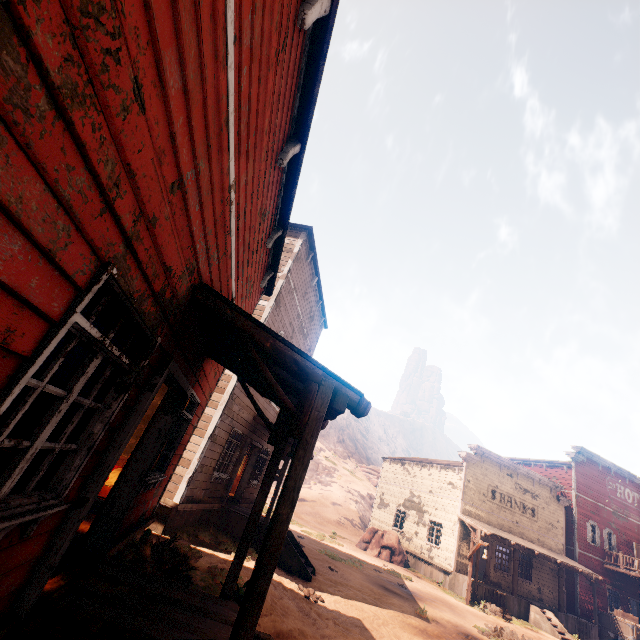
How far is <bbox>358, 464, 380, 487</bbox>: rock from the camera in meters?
51.8 m

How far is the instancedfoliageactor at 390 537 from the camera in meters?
21.5

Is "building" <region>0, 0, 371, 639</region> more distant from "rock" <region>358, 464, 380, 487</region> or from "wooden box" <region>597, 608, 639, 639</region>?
"rock" <region>358, 464, 380, 487</region>

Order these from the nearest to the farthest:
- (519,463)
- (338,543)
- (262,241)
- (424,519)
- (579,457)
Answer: (262,241), (338,543), (424,519), (579,457), (519,463)

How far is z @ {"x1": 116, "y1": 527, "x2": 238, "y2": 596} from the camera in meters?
5.6 m

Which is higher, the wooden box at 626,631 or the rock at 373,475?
the rock at 373,475
